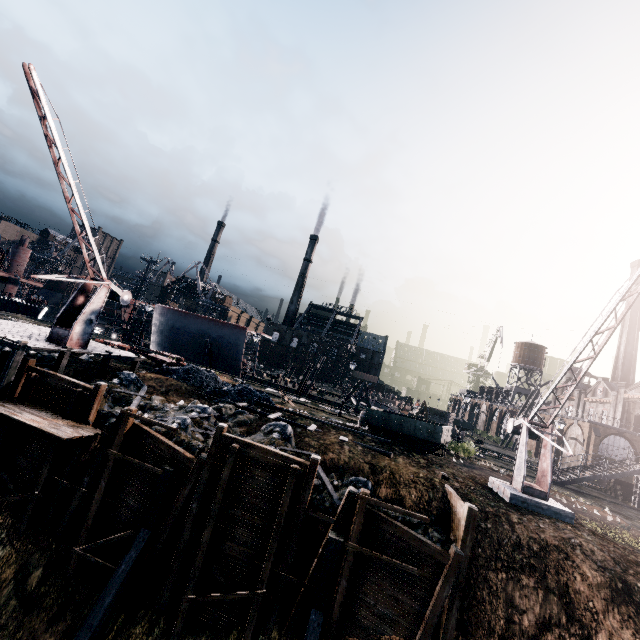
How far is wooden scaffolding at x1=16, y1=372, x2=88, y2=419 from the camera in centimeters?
1573cm

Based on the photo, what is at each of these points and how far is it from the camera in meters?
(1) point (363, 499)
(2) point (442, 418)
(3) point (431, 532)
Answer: (1) wooden scaffolding, 13.1
(2) wooden chest, 50.5
(3) stone debris, 13.9

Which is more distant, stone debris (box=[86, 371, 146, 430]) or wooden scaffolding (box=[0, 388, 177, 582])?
stone debris (box=[86, 371, 146, 430])

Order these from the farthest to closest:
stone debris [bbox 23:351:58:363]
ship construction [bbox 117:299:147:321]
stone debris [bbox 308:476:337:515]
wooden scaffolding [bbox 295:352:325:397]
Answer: ship construction [bbox 117:299:147:321], wooden scaffolding [bbox 295:352:325:397], stone debris [bbox 23:351:58:363], stone debris [bbox 308:476:337:515]

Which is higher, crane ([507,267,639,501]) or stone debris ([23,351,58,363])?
crane ([507,267,639,501])

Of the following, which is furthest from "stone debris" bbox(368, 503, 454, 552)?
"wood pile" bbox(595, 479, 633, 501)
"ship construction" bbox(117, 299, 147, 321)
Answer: "wood pile" bbox(595, 479, 633, 501)

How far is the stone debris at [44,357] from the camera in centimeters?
2153cm

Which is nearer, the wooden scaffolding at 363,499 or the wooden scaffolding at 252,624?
the wooden scaffolding at 363,499
